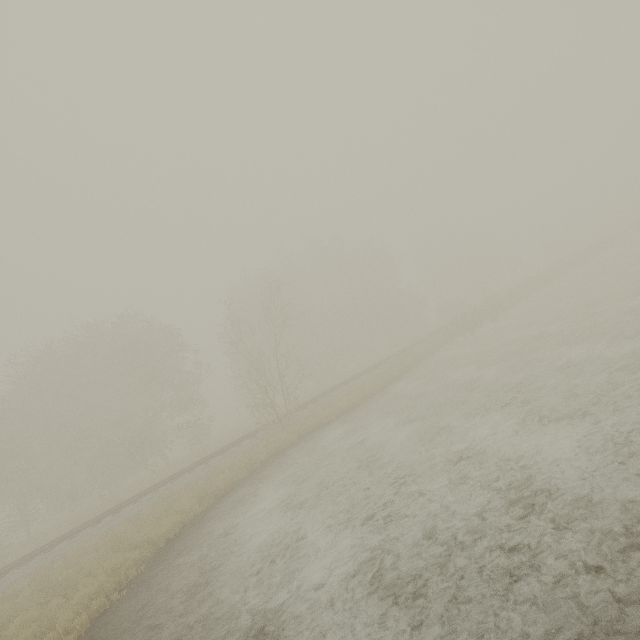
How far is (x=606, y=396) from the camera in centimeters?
705cm
